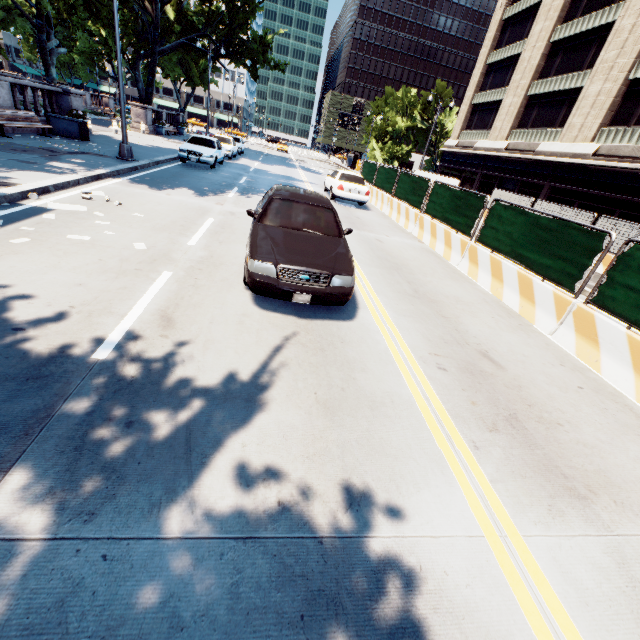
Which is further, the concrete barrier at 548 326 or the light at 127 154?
the light at 127 154

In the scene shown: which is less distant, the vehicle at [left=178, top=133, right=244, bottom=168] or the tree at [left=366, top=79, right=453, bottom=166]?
the vehicle at [left=178, top=133, right=244, bottom=168]

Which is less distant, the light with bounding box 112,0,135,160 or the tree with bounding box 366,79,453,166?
the light with bounding box 112,0,135,160

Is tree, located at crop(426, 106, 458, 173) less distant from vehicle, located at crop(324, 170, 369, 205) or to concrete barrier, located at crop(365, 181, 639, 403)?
vehicle, located at crop(324, 170, 369, 205)

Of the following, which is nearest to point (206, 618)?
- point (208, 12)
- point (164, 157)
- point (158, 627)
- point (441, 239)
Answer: point (158, 627)

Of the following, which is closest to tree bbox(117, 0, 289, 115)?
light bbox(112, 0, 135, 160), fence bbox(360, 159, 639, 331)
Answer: light bbox(112, 0, 135, 160)

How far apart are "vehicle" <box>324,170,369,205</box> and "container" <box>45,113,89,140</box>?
12.3m

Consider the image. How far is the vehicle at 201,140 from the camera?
16.9m
